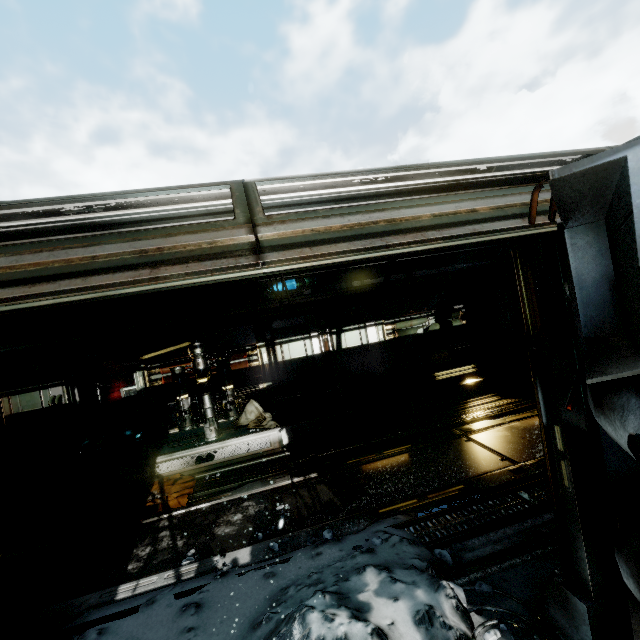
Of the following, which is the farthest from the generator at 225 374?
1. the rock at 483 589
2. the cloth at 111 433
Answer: the rock at 483 589

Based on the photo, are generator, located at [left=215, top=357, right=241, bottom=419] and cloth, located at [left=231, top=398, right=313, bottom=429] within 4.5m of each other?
yes

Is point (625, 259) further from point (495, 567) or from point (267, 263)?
point (495, 567)

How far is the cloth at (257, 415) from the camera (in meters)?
8.18

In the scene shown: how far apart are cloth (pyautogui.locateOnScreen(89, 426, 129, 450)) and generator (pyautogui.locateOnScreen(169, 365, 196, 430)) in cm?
256

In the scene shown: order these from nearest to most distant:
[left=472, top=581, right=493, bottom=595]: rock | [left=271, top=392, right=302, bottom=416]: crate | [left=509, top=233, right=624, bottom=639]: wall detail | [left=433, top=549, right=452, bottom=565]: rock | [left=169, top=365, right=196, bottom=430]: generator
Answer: [left=509, top=233, right=624, bottom=639]: wall detail
[left=472, top=581, right=493, bottom=595]: rock
[left=433, top=549, right=452, bottom=565]: rock
[left=169, top=365, right=196, bottom=430]: generator
[left=271, top=392, right=302, bottom=416]: crate

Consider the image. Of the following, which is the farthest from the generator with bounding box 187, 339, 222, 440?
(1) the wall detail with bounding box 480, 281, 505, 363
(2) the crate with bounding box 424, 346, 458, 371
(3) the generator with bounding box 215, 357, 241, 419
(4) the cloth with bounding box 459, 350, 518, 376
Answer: (1) the wall detail with bounding box 480, 281, 505, 363

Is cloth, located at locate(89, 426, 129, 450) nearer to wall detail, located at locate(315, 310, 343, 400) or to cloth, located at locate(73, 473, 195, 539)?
cloth, located at locate(73, 473, 195, 539)
